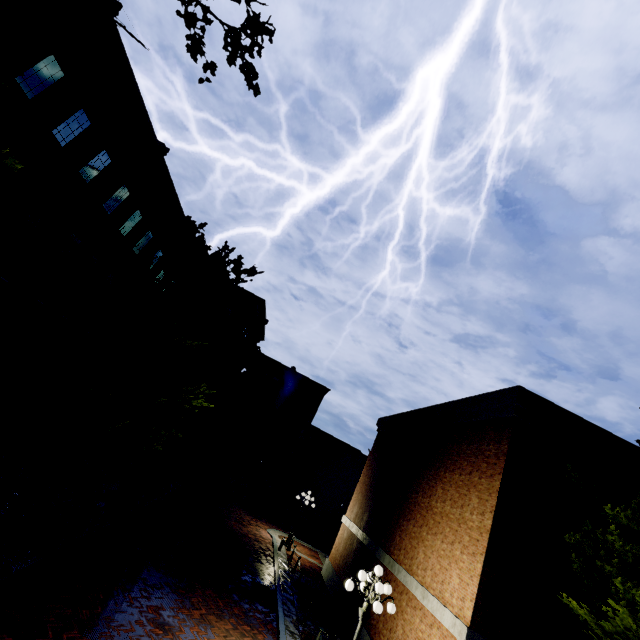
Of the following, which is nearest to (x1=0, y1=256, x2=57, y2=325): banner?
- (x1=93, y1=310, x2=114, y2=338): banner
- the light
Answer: (x1=93, y1=310, x2=114, y2=338): banner

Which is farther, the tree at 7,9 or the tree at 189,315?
the tree at 189,315

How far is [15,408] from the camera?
14.1m

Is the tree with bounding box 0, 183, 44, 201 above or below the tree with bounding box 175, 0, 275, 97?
below

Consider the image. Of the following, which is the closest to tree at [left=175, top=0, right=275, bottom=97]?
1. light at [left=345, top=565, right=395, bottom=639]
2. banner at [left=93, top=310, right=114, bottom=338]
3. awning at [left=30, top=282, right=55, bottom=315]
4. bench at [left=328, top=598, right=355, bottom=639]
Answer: awning at [left=30, top=282, right=55, bottom=315]

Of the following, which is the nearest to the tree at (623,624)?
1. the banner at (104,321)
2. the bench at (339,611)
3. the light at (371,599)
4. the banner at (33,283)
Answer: the light at (371,599)

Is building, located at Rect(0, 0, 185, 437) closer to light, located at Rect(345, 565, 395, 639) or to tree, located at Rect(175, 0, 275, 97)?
tree, located at Rect(175, 0, 275, 97)

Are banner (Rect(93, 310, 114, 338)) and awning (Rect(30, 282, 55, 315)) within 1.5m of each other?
no
